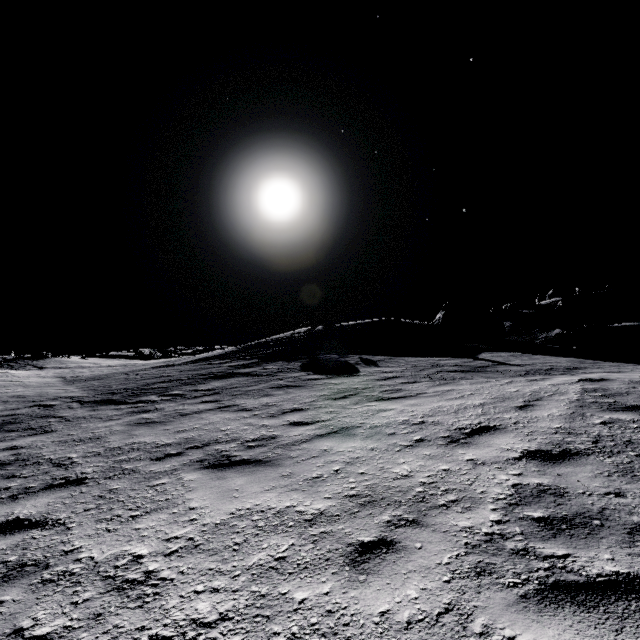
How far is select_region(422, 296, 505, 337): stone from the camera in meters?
22.8

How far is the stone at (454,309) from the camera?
22.8m

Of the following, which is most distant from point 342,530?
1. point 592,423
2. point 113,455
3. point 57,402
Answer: point 57,402
